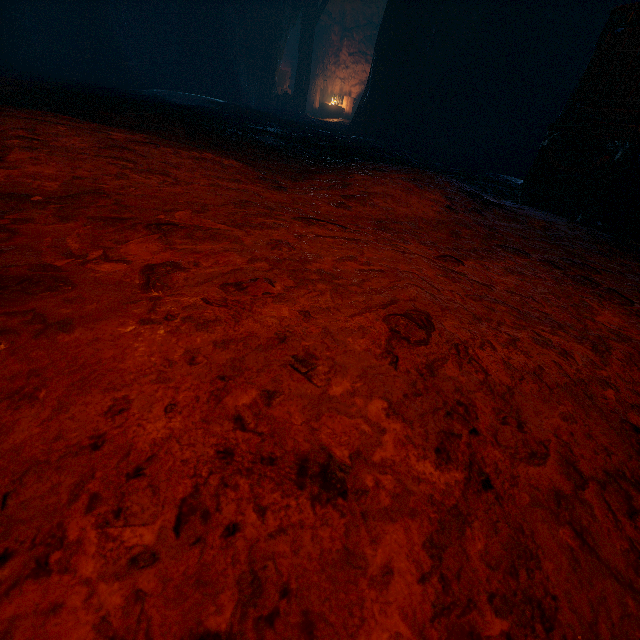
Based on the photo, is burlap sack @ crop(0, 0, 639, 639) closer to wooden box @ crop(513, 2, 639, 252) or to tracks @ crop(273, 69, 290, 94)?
wooden box @ crop(513, 2, 639, 252)

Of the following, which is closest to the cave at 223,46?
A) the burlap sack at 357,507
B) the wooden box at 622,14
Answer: the burlap sack at 357,507

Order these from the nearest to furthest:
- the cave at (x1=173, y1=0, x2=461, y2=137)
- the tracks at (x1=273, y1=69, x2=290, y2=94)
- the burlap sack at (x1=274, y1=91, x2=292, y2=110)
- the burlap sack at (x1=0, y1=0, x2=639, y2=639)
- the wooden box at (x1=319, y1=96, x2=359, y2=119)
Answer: the burlap sack at (x1=0, y1=0, x2=639, y2=639) → the cave at (x1=173, y1=0, x2=461, y2=137) → the burlap sack at (x1=274, y1=91, x2=292, y2=110) → the tracks at (x1=273, y1=69, x2=290, y2=94) → the wooden box at (x1=319, y1=96, x2=359, y2=119)

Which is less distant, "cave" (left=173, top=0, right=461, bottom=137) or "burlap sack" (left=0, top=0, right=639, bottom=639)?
"burlap sack" (left=0, top=0, right=639, bottom=639)

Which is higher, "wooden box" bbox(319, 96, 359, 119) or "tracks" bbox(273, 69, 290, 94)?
"tracks" bbox(273, 69, 290, 94)

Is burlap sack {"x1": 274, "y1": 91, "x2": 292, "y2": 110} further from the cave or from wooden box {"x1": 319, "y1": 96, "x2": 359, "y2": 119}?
wooden box {"x1": 319, "y1": 96, "x2": 359, "y2": 119}

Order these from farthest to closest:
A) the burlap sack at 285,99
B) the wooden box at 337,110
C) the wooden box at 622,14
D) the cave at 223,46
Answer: the wooden box at 337,110, the burlap sack at 285,99, the cave at 223,46, the wooden box at 622,14

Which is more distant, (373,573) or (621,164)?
(621,164)
